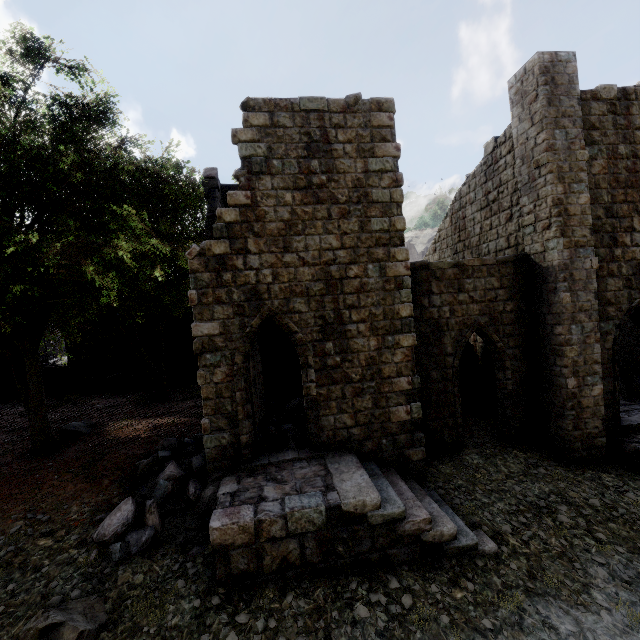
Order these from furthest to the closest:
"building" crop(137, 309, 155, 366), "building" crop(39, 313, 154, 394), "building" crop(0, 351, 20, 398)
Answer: "building" crop(137, 309, 155, 366) < "building" crop(39, 313, 154, 394) < "building" crop(0, 351, 20, 398)

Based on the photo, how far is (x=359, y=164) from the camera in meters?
8.9

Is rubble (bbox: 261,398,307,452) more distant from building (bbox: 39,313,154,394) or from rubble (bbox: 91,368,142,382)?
rubble (bbox: 91,368,142,382)

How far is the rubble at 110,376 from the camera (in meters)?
19.84

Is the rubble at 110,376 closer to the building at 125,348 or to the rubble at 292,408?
the building at 125,348

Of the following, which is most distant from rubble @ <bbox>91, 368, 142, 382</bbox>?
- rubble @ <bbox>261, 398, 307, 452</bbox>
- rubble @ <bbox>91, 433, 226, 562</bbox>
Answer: rubble @ <bbox>261, 398, 307, 452</bbox>

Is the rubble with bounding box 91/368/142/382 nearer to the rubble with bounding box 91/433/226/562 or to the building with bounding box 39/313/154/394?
the building with bounding box 39/313/154/394
